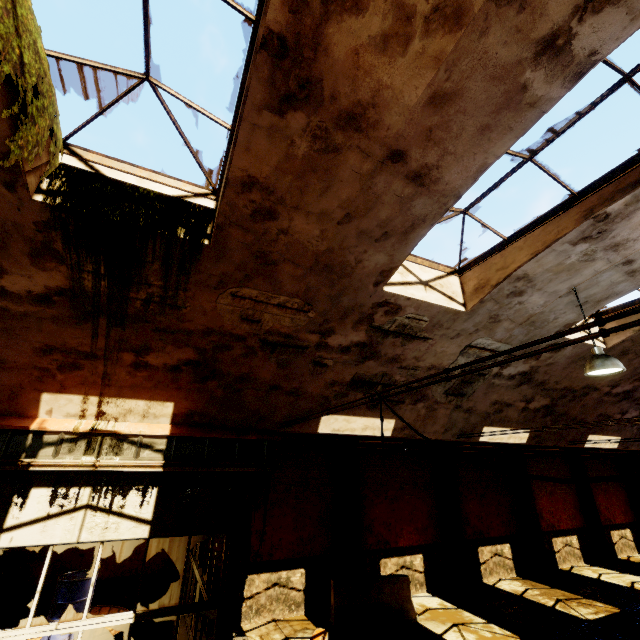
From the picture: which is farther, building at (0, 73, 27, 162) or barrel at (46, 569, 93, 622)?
barrel at (46, 569, 93, 622)

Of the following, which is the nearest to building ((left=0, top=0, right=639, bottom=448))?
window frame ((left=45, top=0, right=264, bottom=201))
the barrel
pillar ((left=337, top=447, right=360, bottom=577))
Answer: window frame ((left=45, top=0, right=264, bottom=201))

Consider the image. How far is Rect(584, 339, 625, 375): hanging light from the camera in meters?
5.3 m

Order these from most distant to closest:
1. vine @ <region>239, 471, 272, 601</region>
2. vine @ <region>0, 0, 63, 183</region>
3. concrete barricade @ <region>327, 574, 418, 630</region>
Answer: concrete barricade @ <region>327, 574, 418, 630</region> → vine @ <region>239, 471, 272, 601</region> → vine @ <region>0, 0, 63, 183</region>

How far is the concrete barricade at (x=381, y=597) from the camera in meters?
9.5 m

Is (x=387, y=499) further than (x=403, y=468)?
No

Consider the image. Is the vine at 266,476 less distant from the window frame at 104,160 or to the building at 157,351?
the building at 157,351

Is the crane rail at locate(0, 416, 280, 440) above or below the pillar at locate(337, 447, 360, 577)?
above
